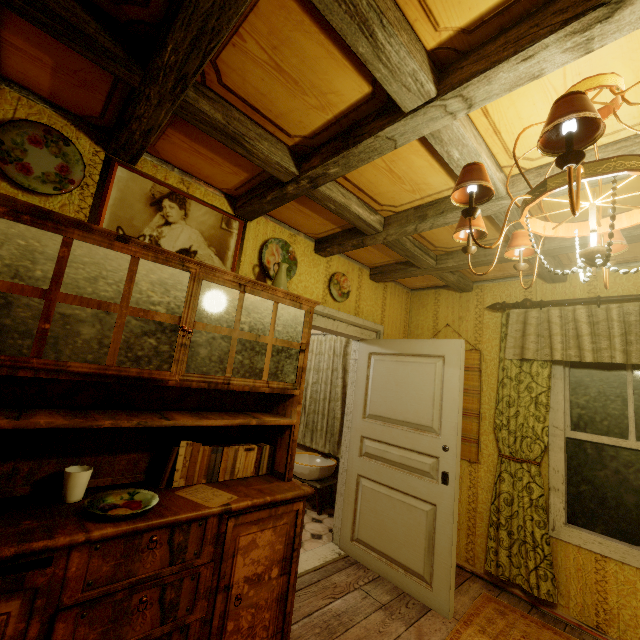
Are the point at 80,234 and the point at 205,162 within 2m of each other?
yes

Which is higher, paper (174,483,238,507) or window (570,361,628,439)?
window (570,361,628,439)

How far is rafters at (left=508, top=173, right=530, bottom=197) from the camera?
1.8 meters

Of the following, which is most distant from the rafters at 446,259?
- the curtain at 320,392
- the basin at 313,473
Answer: the basin at 313,473

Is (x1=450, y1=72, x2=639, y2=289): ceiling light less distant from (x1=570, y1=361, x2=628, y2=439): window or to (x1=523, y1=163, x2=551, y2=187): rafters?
(x1=523, y1=163, x2=551, y2=187): rafters

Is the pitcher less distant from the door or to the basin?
the door

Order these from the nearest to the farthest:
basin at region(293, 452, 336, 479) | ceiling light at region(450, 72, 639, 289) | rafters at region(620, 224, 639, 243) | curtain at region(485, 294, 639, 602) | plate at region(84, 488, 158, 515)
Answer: ceiling light at region(450, 72, 639, 289), plate at region(84, 488, 158, 515), rafters at region(620, 224, 639, 243), curtain at region(485, 294, 639, 602), basin at region(293, 452, 336, 479)

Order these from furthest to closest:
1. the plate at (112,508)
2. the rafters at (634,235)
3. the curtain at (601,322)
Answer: the curtain at (601,322) < the rafters at (634,235) < the plate at (112,508)
